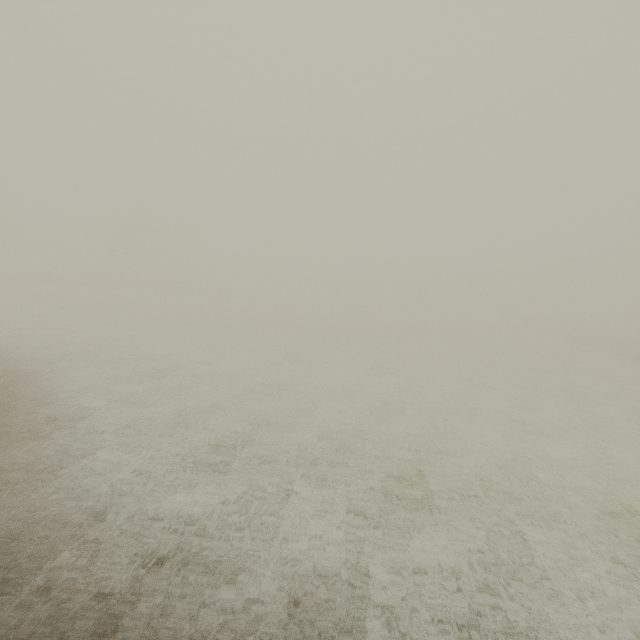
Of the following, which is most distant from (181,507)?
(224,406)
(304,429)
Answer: (224,406)
